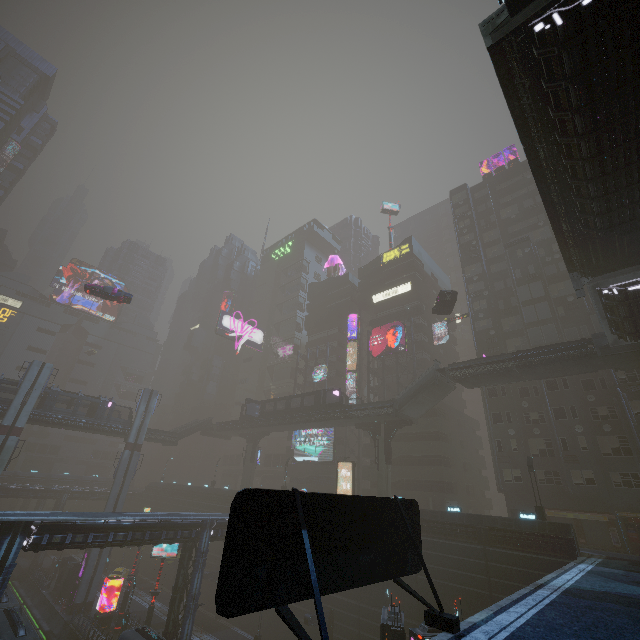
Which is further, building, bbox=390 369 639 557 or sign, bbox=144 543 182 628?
sign, bbox=144 543 182 628

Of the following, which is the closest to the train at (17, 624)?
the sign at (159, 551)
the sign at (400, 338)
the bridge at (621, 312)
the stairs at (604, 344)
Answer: the sign at (159, 551)

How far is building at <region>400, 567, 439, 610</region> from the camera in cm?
2633

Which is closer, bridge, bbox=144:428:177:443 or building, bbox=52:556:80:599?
building, bbox=52:556:80:599

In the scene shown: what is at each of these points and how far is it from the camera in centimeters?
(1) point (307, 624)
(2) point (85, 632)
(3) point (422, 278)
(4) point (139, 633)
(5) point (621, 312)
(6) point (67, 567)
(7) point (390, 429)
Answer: (1) building, 2866cm
(2) building, 3281cm
(3) building, 5788cm
(4) train, 2336cm
(5) bridge, 2173cm
(6) building, 4359cm
(7) building structure, 3853cm

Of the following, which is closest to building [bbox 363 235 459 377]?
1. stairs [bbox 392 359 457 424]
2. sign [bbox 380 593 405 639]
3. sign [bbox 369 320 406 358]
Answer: sign [bbox 380 593 405 639]

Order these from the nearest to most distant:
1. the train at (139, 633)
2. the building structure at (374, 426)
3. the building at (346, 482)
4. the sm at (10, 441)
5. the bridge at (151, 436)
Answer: Result: the train at (139, 633) → the sm at (10, 441) → the building structure at (374, 426) → the building at (346, 482) → the bridge at (151, 436)

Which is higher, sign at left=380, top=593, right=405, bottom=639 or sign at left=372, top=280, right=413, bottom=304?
sign at left=372, top=280, right=413, bottom=304
